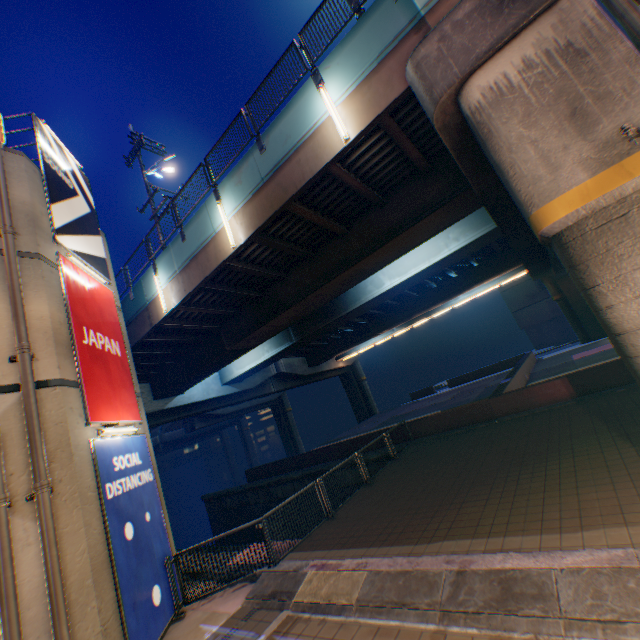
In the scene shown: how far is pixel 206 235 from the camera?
12.0 meters

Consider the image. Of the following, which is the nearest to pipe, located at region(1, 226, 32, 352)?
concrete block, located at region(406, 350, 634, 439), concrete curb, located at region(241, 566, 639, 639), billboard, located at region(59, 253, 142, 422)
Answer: billboard, located at region(59, 253, 142, 422)

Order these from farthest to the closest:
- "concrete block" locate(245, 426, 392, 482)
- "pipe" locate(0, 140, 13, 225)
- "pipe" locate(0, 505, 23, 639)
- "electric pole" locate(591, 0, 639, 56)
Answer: "concrete block" locate(245, 426, 392, 482) < "pipe" locate(0, 140, 13, 225) < "pipe" locate(0, 505, 23, 639) < "electric pole" locate(591, 0, 639, 56)

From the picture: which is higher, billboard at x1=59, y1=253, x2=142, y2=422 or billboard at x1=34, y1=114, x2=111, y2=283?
billboard at x1=34, y1=114, x2=111, y2=283

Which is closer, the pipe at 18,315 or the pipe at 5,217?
the pipe at 18,315

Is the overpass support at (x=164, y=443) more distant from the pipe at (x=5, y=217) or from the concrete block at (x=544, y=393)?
the pipe at (x=5, y=217)

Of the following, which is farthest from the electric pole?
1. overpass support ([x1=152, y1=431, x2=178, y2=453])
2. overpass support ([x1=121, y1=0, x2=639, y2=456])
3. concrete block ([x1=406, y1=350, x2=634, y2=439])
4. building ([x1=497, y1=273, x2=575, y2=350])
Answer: overpass support ([x1=152, y1=431, x2=178, y2=453])

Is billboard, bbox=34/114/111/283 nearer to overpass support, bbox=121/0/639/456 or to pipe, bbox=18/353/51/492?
pipe, bbox=18/353/51/492
